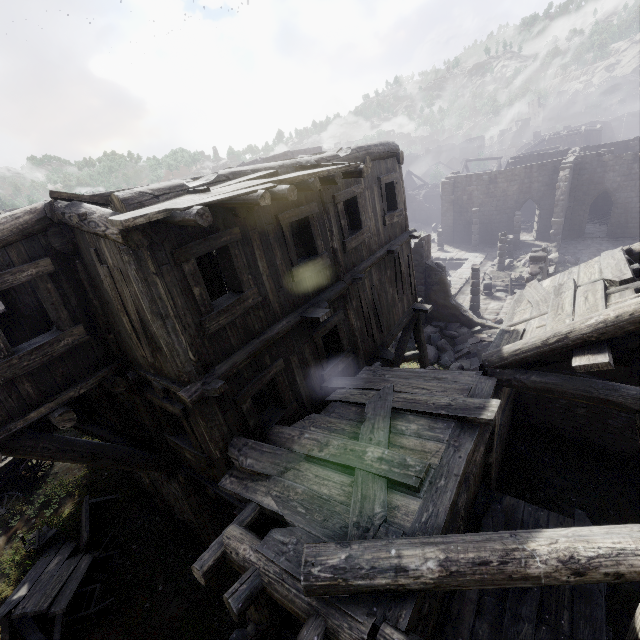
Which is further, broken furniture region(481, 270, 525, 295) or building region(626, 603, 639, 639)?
broken furniture region(481, 270, 525, 295)

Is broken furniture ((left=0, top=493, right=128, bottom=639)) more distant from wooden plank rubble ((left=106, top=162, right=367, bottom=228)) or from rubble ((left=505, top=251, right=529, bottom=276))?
rubble ((left=505, top=251, right=529, bottom=276))

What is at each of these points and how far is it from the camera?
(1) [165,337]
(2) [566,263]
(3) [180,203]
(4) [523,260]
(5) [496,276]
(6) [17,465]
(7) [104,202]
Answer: (1) building, 4.9 meters
(2) rubble, 23.9 meters
(3) wooden plank rubble, 4.2 meters
(4) rubble, 25.1 meters
(5) broken furniture, 24.3 meters
(6) cart, 11.3 meters
(7) wooden plank rubble, 5.3 meters

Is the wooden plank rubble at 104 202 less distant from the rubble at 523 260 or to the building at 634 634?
the building at 634 634

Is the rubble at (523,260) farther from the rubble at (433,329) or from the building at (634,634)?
the rubble at (433,329)

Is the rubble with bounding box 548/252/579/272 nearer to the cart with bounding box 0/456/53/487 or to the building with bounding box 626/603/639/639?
the building with bounding box 626/603/639/639

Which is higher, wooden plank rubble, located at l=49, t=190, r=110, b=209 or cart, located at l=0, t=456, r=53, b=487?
wooden plank rubble, located at l=49, t=190, r=110, b=209

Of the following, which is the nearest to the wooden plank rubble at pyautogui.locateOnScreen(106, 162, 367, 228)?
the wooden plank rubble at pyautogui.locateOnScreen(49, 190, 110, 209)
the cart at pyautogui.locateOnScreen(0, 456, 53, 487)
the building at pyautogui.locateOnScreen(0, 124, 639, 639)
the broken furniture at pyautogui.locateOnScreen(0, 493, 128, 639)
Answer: the building at pyautogui.locateOnScreen(0, 124, 639, 639)
